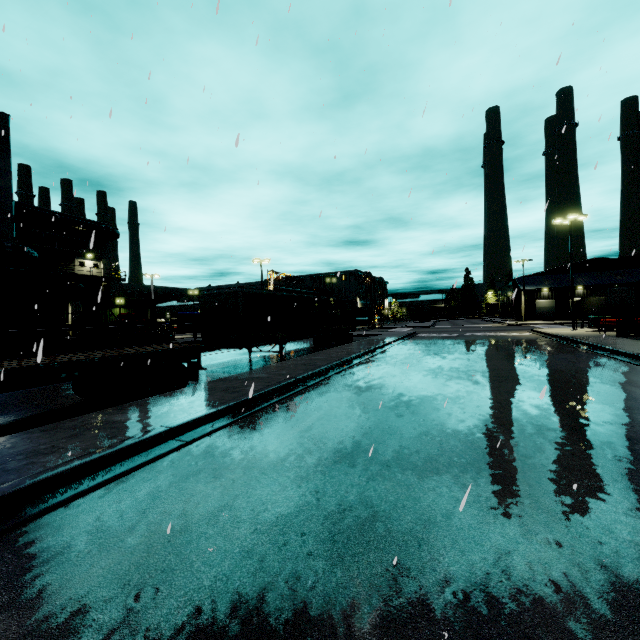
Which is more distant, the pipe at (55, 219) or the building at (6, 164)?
the pipe at (55, 219)

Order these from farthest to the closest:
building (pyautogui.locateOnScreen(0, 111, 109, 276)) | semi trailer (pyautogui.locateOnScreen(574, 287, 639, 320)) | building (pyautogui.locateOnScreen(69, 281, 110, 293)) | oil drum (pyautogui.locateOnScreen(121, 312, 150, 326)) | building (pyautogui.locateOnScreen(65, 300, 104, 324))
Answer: semi trailer (pyautogui.locateOnScreen(574, 287, 639, 320)) → building (pyautogui.locateOnScreen(69, 281, 110, 293)) → building (pyautogui.locateOnScreen(65, 300, 104, 324)) → oil drum (pyautogui.locateOnScreen(121, 312, 150, 326)) → building (pyautogui.locateOnScreen(0, 111, 109, 276))

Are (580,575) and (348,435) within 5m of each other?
yes

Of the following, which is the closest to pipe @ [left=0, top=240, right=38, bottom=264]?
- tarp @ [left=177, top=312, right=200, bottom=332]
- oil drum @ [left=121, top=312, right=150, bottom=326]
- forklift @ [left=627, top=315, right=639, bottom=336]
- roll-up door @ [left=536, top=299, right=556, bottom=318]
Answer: tarp @ [left=177, top=312, right=200, bottom=332]

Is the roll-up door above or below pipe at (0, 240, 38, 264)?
below

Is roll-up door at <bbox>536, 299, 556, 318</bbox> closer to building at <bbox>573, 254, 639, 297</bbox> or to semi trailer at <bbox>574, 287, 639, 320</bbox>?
building at <bbox>573, 254, 639, 297</bbox>

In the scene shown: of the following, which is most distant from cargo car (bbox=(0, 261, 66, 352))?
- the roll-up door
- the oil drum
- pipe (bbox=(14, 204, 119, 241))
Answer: the roll-up door

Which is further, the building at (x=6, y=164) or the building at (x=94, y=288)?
the building at (x=94, y=288)
